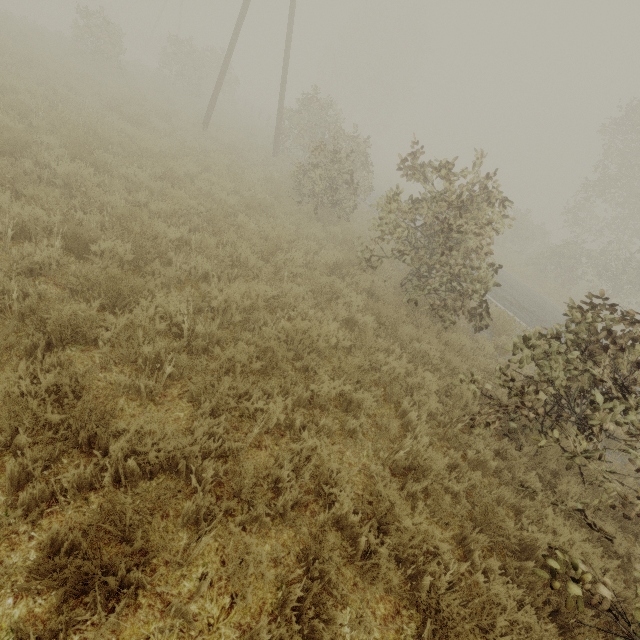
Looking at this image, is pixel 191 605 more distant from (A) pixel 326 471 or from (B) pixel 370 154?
(B) pixel 370 154
